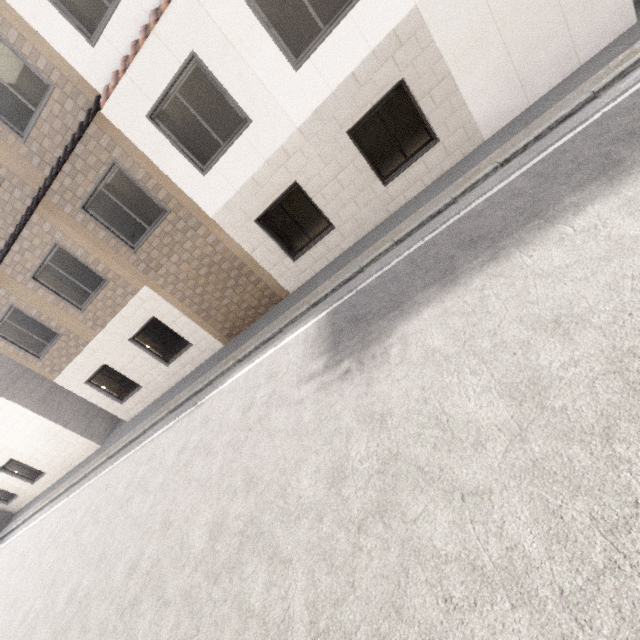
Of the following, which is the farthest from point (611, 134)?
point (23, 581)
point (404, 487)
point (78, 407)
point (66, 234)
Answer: point (78, 407)
